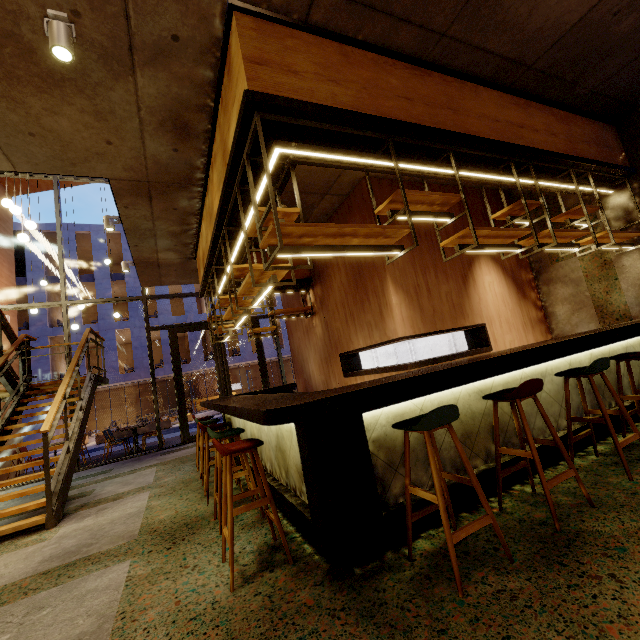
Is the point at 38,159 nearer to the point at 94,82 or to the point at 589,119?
the point at 94,82

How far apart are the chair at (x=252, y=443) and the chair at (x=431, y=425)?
1.69m

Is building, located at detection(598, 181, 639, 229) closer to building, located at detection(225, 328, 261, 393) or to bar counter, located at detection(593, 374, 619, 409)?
bar counter, located at detection(593, 374, 619, 409)

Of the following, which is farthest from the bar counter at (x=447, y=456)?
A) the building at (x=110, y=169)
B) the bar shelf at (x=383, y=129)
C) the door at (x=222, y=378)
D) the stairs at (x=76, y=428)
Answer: the door at (x=222, y=378)

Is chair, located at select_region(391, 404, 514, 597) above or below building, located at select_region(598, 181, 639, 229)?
below

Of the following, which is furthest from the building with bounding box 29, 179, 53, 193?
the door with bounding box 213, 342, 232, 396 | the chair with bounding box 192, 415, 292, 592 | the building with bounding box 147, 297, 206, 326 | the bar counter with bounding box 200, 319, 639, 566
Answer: the building with bounding box 147, 297, 206, 326

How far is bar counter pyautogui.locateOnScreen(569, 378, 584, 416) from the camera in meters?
3.7 m

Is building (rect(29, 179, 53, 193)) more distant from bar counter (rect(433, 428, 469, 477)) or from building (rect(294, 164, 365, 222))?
bar counter (rect(433, 428, 469, 477))
